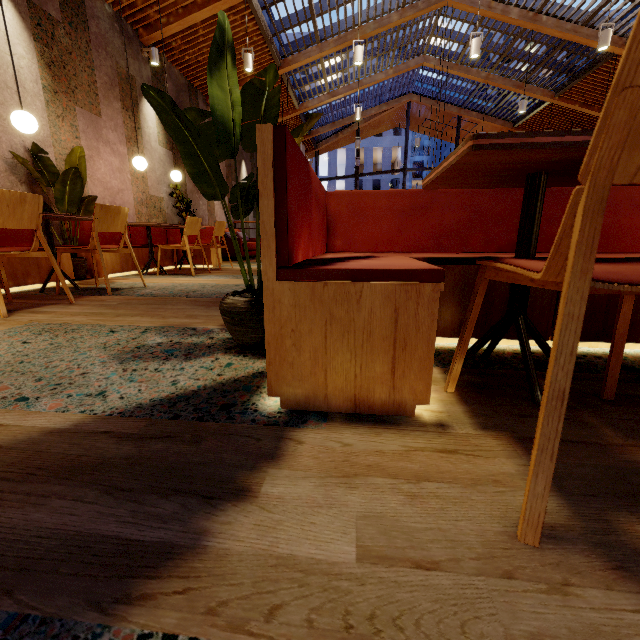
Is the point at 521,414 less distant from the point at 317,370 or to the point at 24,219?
the point at 317,370

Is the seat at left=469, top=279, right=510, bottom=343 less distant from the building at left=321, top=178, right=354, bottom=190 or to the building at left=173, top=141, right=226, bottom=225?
the building at left=173, top=141, right=226, bottom=225

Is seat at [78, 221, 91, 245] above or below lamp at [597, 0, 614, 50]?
below

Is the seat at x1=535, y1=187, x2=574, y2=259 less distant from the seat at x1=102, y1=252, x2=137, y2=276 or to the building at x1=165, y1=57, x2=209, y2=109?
the building at x1=165, y1=57, x2=209, y2=109

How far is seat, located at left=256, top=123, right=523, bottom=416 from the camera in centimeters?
87cm

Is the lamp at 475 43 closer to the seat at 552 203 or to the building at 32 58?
the seat at 552 203

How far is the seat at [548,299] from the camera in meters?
1.5 m

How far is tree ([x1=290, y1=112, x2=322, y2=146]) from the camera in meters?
1.3 m
